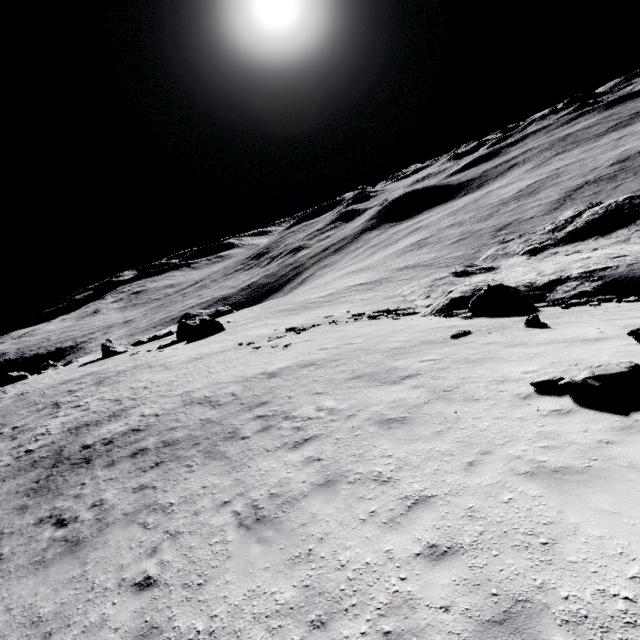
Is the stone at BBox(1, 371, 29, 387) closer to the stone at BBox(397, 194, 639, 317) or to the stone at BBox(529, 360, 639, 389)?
the stone at BBox(397, 194, 639, 317)

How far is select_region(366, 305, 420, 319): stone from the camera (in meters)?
26.75

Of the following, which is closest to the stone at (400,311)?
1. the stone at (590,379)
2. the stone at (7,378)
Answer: the stone at (590,379)

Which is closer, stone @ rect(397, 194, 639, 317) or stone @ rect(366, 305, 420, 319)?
stone @ rect(397, 194, 639, 317)

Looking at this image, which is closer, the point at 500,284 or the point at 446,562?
the point at 446,562

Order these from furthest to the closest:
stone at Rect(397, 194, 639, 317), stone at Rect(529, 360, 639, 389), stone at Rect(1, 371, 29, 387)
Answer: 1. stone at Rect(1, 371, 29, 387)
2. stone at Rect(397, 194, 639, 317)
3. stone at Rect(529, 360, 639, 389)
